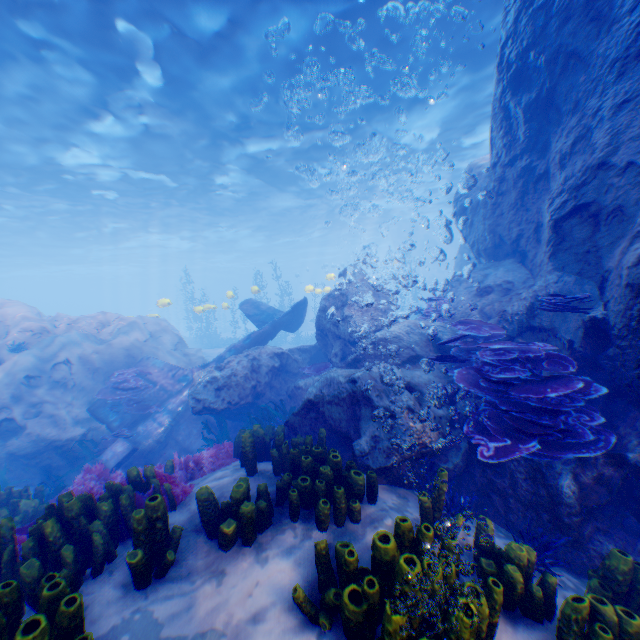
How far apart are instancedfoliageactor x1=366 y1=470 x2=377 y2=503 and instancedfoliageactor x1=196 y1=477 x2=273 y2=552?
0.14m

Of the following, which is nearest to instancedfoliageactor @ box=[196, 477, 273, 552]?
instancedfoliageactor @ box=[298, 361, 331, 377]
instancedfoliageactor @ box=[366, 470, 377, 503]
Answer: instancedfoliageactor @ box=[366, 470, 377, 503]

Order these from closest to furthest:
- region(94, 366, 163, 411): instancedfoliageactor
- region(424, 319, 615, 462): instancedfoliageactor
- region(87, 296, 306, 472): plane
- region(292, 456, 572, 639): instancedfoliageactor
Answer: region(292, 456, 572, 639): instancedfoliageactor
region(424, 319, 615, 462): instancedfoliageactor
region(87, 296, 306, 472): plane
region(94, 366, 163, 411): instancedfoliageactor

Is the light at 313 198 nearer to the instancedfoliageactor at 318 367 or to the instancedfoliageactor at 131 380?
the instancedfoliageactor at 131 380

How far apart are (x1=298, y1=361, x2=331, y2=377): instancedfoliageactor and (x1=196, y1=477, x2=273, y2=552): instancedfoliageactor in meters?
6.0 m

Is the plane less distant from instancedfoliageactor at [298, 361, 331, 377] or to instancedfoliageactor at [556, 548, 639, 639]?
instancedfoliageactor at [298, 361, 331, 377]

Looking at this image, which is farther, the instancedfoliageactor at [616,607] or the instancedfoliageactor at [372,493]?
the instancedfoliageactor at [372,493]

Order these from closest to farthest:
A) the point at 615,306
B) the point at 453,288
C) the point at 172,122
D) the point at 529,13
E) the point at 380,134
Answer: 1. the point at 615,306
2. the point at 529,13
3. the point at 453,288
4. the point at 172,122
5. the point at 380,134
